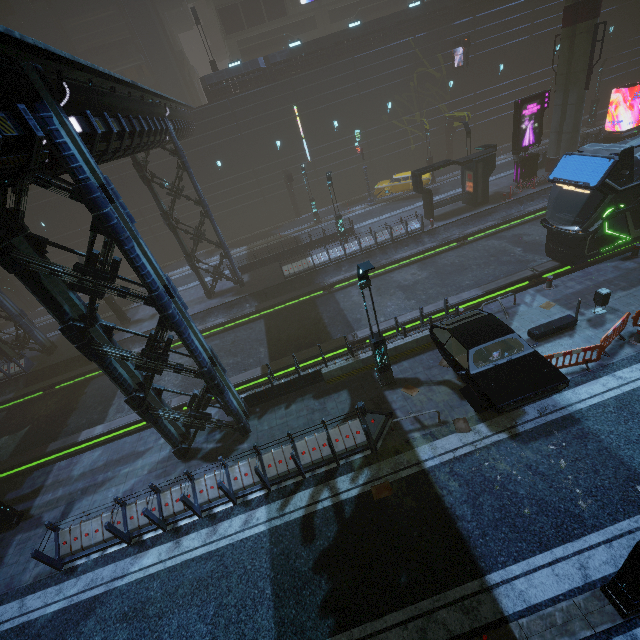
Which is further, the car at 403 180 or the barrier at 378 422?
the car at 403 180

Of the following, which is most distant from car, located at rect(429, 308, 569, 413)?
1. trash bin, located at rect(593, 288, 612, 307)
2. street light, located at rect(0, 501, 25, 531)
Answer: street light, located at rect(0, 501, 25, 531)

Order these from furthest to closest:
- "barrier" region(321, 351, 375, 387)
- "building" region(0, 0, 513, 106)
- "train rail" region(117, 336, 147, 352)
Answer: "building" region(0, 0, 513, 106) < "train rail" region(117, 336, 147, 352) < "barrier" region(321, 351, 375, 387)

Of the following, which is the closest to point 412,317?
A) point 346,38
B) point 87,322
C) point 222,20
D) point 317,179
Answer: point 87,322

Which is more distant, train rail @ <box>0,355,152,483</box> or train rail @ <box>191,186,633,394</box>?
train rail @ <box>191,186,633,394</box>

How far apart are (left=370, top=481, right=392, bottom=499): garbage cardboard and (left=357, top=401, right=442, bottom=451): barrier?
1.0 meters

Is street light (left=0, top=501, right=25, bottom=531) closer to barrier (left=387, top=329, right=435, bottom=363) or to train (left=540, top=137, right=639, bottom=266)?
barrier (left=387, top=329, right=435, bottom=363)

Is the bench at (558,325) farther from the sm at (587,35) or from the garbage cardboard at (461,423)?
the sm at (587,35)
